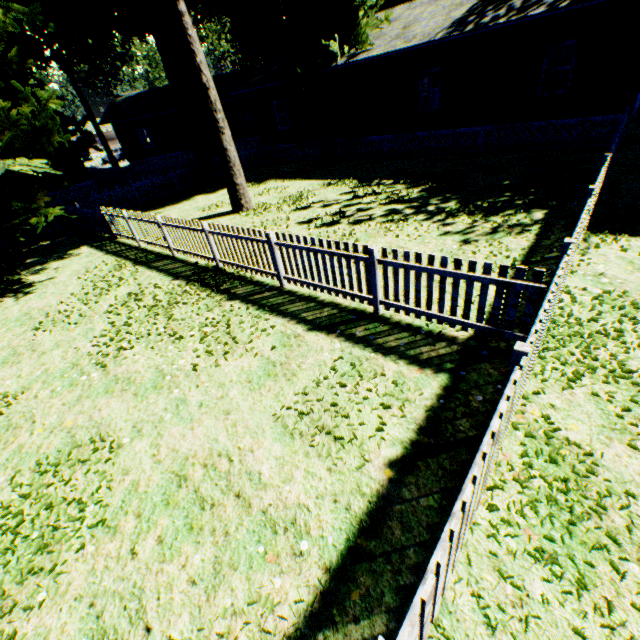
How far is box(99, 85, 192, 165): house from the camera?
29.9 meters

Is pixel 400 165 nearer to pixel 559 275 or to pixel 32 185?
pixel 559 275

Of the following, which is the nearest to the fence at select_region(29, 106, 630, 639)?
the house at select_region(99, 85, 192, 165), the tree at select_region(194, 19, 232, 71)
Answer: the house at select_region(99, 85, 192, 165)

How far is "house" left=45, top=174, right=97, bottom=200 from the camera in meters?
22.4

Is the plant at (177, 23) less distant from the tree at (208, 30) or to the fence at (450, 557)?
the fence at (450, 557)

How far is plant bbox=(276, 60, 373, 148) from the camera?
16.58m

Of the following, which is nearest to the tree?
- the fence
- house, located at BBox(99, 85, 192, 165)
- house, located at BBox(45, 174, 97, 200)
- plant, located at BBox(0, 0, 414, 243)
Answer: plant, located at BBox(0, 0, 414, 243)

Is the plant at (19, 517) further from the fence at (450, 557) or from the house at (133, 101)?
the house at (133, 101)
